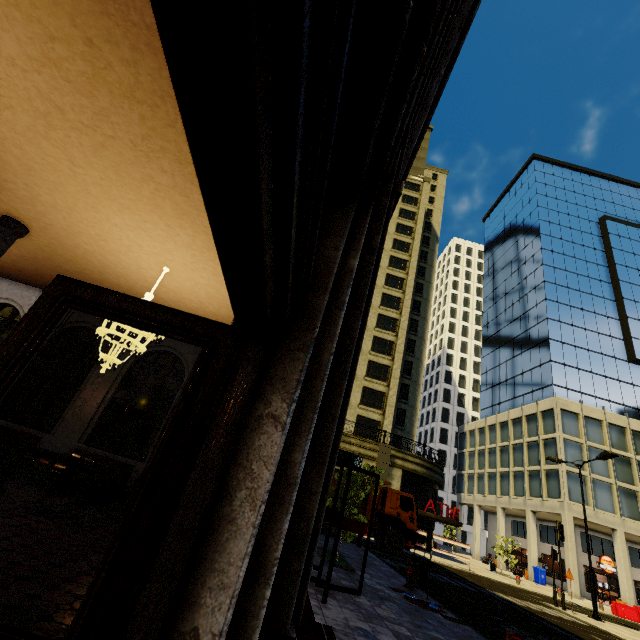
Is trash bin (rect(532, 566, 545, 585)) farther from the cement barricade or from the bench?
the bench

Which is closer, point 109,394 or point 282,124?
point 282,124

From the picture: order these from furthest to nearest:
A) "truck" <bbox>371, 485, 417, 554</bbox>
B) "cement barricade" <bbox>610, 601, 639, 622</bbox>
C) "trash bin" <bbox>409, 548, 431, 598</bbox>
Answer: "cement barricade" <bbox>610, 601, 639, 622</bbox>, "truck" <bbox>371, 485, 417, 554</bbox>, "trash bin" <bbox>409, 548, 431, 598</bbox>

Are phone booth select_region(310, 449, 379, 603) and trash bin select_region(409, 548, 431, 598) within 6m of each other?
yes

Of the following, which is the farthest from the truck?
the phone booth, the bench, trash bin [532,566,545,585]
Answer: trash bin [532,566,545,585]

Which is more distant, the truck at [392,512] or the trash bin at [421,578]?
the truck at [392,512]

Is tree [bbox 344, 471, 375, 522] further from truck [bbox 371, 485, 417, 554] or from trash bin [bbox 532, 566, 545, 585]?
trash bin [bbox 532, 566, 545, 585]

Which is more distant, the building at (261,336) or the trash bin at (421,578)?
the trash bin at (421,578)
